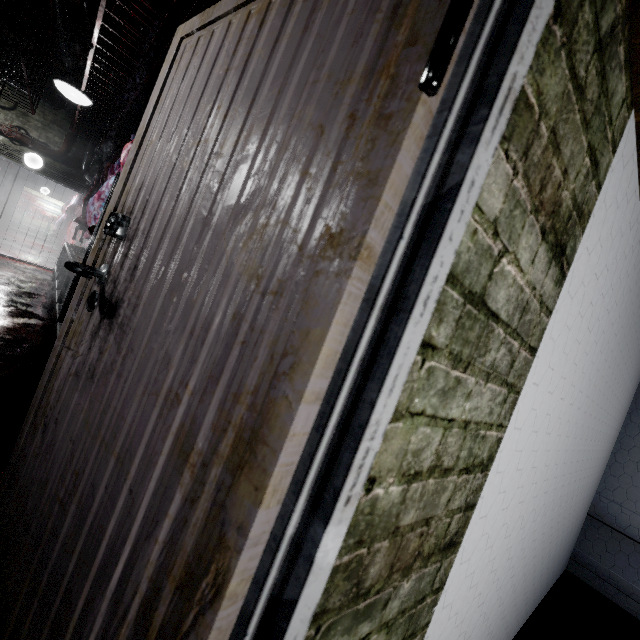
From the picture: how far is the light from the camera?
6.8 meters

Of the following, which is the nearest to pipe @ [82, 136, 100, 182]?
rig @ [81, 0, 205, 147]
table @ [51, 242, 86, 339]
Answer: rig @ [81, 0, 205, 147]

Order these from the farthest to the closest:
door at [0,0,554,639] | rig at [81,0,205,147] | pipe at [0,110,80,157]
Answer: pipe at [0,110,80,157] → rig at [81,0,205,147] → door at [0,0,554,639]

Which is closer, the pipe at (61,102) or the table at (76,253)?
the table at (76,253)

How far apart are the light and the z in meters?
5.1 m

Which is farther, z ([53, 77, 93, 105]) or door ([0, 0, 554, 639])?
z ([53, 77, 93, 105])

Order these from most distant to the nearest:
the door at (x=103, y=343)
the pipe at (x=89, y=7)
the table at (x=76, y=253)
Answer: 1. the pipe at (x=89, y=7)
2. the table at (x=76, y=253)
3. the door at (x=103, y=343)

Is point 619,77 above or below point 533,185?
above
